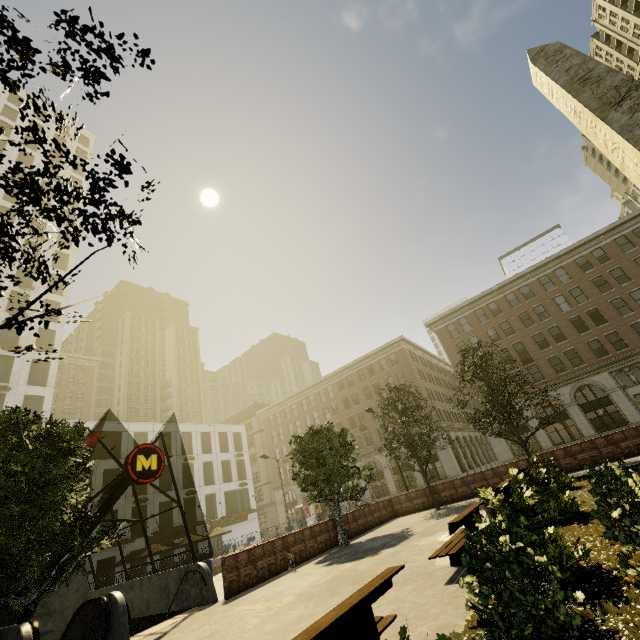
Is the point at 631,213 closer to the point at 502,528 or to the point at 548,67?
the point at 548,67

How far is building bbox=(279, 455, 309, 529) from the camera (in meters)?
50.19

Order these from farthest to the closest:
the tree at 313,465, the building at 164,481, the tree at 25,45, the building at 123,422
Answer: the building at 123,422
the building at 164,481
the tree at 313,465
the tree at 25,45

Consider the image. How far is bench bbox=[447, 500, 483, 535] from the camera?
6.5 meters

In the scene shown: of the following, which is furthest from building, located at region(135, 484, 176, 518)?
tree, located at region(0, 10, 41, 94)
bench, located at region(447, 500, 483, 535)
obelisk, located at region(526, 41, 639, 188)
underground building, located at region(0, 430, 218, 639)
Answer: obelisk, located at region(526, 41, 639, 188)

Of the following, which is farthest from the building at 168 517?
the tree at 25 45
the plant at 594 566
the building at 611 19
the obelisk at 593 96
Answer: the obelisk at 593 96

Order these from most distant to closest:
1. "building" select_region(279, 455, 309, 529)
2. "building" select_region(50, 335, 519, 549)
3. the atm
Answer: "building" select_region(279, 455, 309, 529) → the atm → "building" select_region(50, 335, 519, 549)
